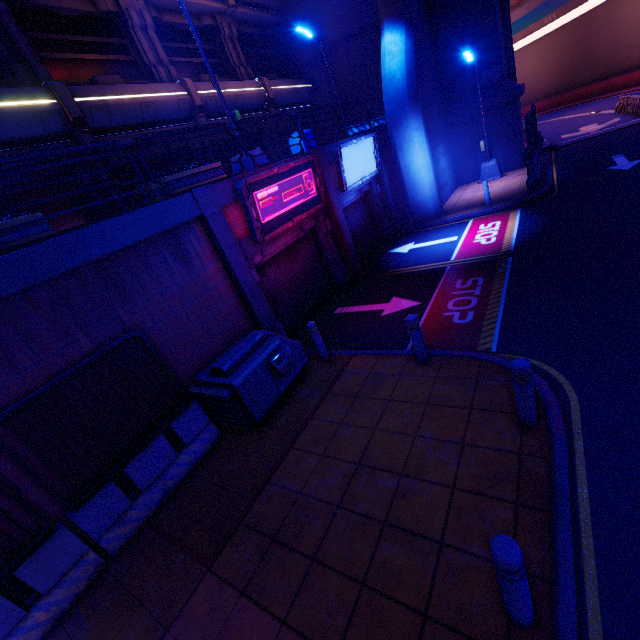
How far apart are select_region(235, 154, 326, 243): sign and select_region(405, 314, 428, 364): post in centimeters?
439cm

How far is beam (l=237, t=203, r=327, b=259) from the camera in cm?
836

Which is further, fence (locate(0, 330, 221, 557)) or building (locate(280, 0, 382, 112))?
building (locate(280, 0, 382, 112))

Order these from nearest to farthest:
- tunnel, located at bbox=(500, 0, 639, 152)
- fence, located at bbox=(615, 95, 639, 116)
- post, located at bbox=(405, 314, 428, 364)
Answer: post, located at bbox=(405, 314, 428, 364)
fence, located at bbox=(615, 95, 639, 116)
tunnel, located at bbox=(500, 0, 639, 152)

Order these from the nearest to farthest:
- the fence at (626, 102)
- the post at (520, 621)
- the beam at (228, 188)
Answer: the post at (520, 621) < the beam at (228, 188) < the fence at (626, 102)

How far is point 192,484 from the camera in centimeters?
592cm

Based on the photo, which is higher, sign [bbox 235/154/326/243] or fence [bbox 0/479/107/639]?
sign [bbox 235/154/326/243]

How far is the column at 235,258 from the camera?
7.5m
